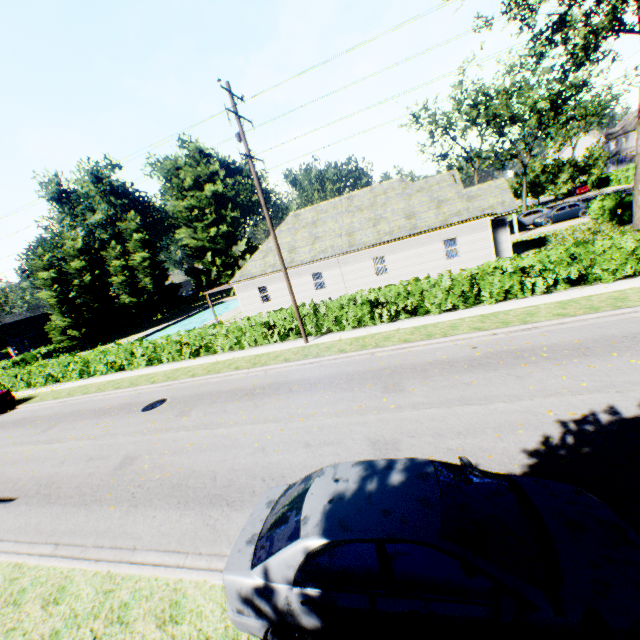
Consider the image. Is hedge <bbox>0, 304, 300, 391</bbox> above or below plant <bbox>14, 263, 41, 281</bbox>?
below

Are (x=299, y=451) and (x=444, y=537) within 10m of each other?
yes

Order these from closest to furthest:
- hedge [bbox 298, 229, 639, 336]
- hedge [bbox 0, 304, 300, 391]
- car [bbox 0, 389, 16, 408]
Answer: hedge [bbox 298, 229, 639, 336] → hedge [bbox 0, 304, 300, 391] → car [bbox 0, 389, 16, 408]

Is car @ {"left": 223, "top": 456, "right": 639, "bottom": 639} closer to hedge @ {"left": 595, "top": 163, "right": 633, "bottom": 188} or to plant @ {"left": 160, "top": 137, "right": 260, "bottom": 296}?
plant @ {"left": 160, "top": 137, "right": 260, "bottom": 296}

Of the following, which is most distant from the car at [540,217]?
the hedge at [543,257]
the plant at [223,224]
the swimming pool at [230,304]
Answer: the swimming pool at [230,304]

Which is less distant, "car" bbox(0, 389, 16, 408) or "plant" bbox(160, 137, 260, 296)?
"car" bbox(0, 389, 16, 408)

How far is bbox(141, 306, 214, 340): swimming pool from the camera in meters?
38.2 m

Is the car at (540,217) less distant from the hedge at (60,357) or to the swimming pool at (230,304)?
the hedge at (60,357)
